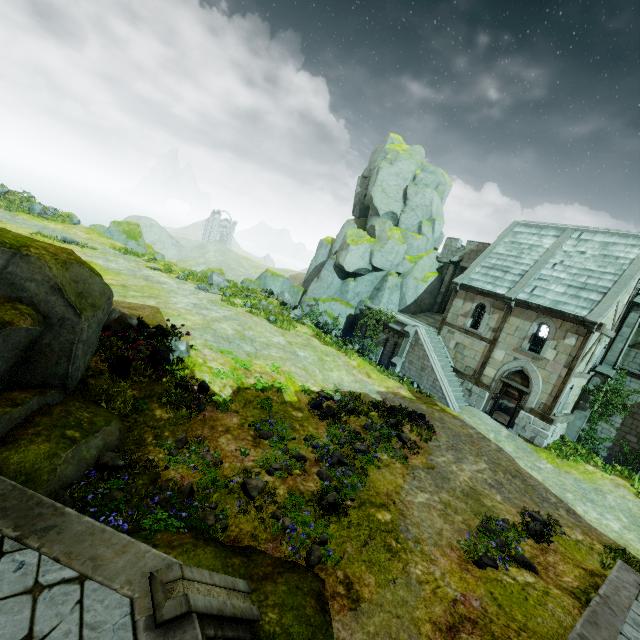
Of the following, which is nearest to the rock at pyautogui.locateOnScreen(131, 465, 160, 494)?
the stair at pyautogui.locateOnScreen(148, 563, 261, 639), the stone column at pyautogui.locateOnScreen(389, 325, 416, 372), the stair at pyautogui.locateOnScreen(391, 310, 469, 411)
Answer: the stair at pyautogui.locateOnScreen(148, 563, 261, 639)

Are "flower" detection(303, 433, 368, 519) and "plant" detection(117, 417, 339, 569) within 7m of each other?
yes

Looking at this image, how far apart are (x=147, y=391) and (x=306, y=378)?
8.1m

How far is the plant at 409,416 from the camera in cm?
1145

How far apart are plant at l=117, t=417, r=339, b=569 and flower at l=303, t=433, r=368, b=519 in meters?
2.5

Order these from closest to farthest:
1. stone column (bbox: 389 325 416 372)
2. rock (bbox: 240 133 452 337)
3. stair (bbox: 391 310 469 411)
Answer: stair (bbox: 391 310 469 411), stone column (bbox: 389 325 416 372), rock (bbox: 240 133 452 337)

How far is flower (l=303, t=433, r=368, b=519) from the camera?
8.52m

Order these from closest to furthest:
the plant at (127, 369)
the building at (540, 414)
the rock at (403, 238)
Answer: the plant at (127, 369) → the building at (540, 414) → the rock at (403, 238)
